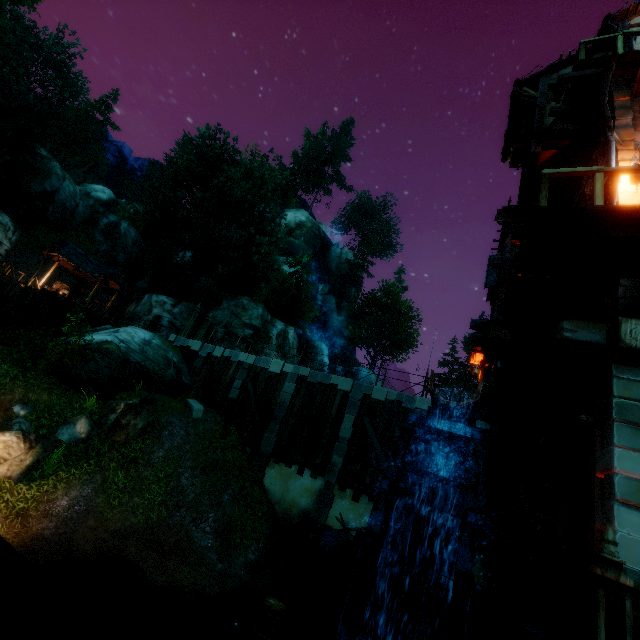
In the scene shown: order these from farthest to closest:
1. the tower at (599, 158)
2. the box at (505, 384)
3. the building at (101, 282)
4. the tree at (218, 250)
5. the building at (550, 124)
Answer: the tree at (218, 250) → the building at (101, 282) → the box at (505, 384) → the building at (550, 124) → the tower at (599, 158)

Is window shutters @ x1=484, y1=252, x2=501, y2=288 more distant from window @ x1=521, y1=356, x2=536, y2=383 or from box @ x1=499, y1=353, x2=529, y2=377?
box @ x1=499, y1=353, x2=529, y2=377

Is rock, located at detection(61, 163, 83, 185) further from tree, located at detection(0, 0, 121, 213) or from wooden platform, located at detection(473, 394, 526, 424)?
wooden platform, located at detection(473, 394, 526, 424)

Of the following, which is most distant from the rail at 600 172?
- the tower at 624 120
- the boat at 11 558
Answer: the boat at 11 558

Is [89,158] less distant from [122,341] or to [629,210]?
[122,341]

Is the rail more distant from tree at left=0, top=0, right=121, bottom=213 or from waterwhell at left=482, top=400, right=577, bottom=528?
tree at left=0, top=0, right=121, bottom=213

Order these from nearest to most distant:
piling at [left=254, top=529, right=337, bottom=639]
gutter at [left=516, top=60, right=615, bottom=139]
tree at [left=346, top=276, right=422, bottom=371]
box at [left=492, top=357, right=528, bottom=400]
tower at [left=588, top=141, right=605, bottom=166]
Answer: piling at [left=254, top=529, right=337, bottom=639]
gutter at [left=516, top=60, right=615, bottom=139]
tower at [left=588, top=141, right=605, bottom=166]
box at [left=492, top=357, right=528, bottom=400]
tree at [left=346, top=276, right=422, bottom=371]

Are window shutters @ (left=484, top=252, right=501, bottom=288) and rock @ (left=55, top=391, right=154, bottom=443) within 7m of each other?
no
